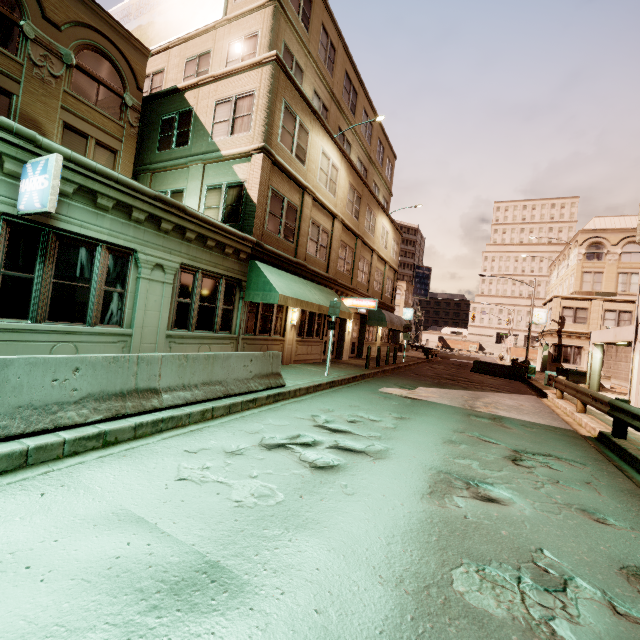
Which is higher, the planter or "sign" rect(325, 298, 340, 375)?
"sign" rect(325, 298, 340, 375)

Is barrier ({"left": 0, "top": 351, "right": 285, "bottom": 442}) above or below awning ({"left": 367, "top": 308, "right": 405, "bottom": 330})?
below

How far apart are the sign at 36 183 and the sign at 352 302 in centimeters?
1480cm

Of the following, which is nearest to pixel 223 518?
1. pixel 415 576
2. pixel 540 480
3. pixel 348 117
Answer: pixel 415 576

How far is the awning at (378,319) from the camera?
23.62m

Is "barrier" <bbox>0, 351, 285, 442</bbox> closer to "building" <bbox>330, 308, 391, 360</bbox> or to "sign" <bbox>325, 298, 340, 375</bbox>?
"building" <bbox>330, 308, 391, 360</bbox>

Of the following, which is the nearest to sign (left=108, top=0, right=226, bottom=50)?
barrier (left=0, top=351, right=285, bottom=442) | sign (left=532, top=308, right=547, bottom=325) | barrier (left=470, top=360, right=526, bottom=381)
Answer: barrier (left=0, top=351, right=285, bottom=442)

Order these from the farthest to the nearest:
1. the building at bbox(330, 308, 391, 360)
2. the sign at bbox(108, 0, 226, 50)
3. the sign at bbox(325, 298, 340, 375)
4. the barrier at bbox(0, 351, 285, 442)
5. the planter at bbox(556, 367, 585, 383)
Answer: the planter at bbox(556, 367, 585, 383)
the building at bbox(330, 308, 391, 360)
the sign at bbox(108, 0, 226, 50)
the sign at bbox(325, 298, 340, 375)
the barrier at bbox(0, 351, 285, 442)
